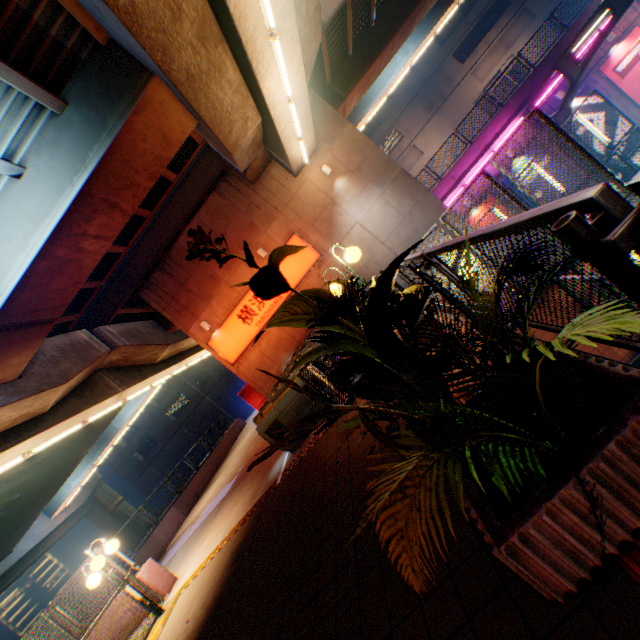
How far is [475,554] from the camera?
2.0 meters

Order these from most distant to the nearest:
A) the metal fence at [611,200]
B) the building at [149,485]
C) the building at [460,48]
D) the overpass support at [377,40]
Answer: the building at [149,485] < the building at [460,48] < the overpass support at [377,40] < the metal fence at [611,200]

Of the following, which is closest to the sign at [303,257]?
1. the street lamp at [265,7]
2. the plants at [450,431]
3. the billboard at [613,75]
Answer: the street lamp at [265,7]

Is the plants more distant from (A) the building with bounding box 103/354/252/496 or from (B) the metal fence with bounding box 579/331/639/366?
(A) the building with bounding box 103/354/252/496

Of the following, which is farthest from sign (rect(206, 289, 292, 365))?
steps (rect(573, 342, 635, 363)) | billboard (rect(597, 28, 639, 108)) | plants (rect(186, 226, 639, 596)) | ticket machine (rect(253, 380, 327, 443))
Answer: billboard (rect(597, 28, 639, 108))

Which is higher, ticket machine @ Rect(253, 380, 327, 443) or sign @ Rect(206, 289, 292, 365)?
sign @ Rect(206, 289, 292, 365)

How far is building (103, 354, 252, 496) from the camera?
42.1m

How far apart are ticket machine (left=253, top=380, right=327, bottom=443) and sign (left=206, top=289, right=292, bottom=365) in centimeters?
740cm
